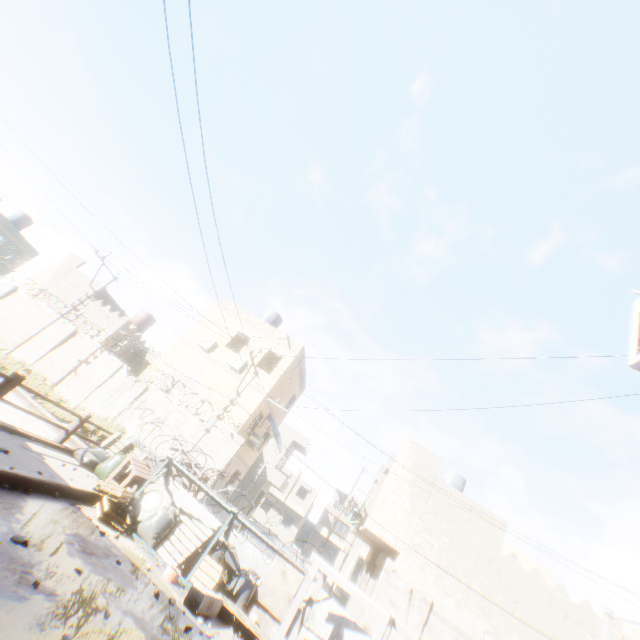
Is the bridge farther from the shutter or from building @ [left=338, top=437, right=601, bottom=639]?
the shutter

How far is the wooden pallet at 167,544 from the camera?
6.8m

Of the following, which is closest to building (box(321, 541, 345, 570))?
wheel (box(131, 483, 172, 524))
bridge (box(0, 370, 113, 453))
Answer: bridge (box(0, 370, 113, 453))

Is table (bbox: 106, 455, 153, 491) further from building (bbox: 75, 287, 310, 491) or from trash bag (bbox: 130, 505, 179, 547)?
building (bbox: 75, 287, 310, 491)

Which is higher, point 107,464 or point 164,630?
point 107,464

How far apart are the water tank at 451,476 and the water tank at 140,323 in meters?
26.4 m

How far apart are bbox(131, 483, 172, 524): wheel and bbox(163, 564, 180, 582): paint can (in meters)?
1.61

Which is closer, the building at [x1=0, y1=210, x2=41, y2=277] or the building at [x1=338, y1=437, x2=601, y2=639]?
the building at [x1=338, y1=437, x2=601, y2=639]
